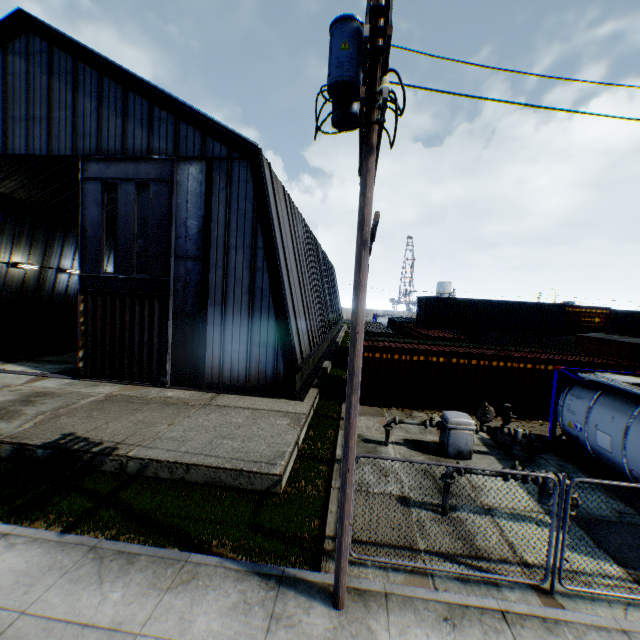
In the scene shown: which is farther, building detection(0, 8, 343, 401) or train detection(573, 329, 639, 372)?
train detection(573, 329, 639, 372)

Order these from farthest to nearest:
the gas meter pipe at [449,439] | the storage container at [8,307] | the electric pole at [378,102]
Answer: the storage container at [8,307] < the gas meter pipe at [449,439] < the electric pole at [378,102]

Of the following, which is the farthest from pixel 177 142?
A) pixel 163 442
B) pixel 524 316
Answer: pixel 524 316

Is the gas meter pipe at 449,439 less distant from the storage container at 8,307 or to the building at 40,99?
the building at 40,99

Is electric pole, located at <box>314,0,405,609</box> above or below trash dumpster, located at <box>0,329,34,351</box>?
above

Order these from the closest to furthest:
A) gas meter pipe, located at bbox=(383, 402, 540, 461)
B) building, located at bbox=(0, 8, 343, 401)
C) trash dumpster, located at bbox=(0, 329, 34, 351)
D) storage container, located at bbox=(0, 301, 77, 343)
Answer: gas meter pipe, located at bbox=(383, 402, 540, 461)
building, located at bbox=(0, 8, 343, 401)
trash dumpster, located at bbox=(0, 329, 34, 351)
storage container, located at bbox=(0, 301, 77, 343)

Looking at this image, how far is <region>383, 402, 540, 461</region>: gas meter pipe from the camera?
10.6m

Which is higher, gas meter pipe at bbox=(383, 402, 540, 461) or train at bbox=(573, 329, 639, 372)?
train at bbox=(573, 329, 639, 372)
